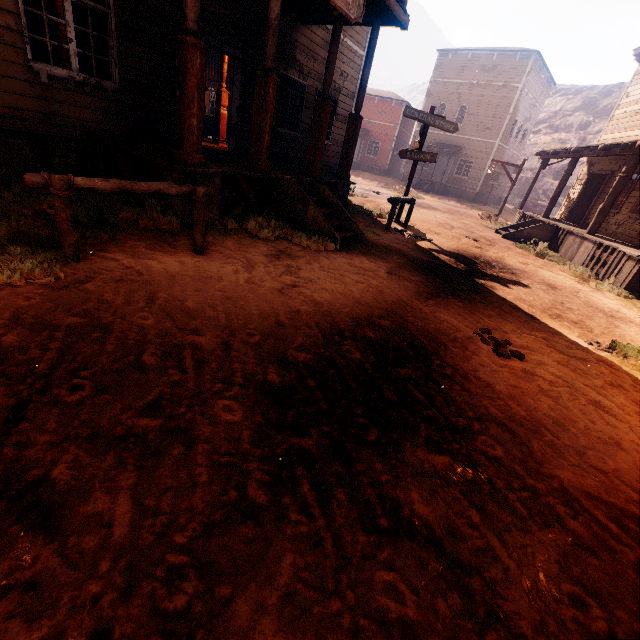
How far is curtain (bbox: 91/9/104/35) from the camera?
5.72m

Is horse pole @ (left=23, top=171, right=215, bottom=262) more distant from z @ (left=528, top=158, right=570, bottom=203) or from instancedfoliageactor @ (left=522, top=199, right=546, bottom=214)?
instancedfoliageactor @ (left=522, top=199, right=546, bottom=214)

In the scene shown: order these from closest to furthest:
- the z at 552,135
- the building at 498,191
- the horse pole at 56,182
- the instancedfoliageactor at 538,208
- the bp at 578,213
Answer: the horse pole at 56,182 < the bp at 578,213 < the building at 498,191 < the instancedfoliageactor at 538,208 < the z at 552,135

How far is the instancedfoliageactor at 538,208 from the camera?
32.3m

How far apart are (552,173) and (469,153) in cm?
2380

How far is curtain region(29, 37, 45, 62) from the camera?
5.3m

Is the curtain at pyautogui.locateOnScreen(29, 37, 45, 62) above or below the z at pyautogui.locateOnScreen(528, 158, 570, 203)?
below

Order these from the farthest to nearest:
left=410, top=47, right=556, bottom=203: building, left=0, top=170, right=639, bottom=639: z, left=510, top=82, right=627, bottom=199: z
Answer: left=510, top=82, right=627, bottom=199: z < left=410, top=47, right=556, bottom=203: building < left=0, top=170, right=639, bottom=639: z
